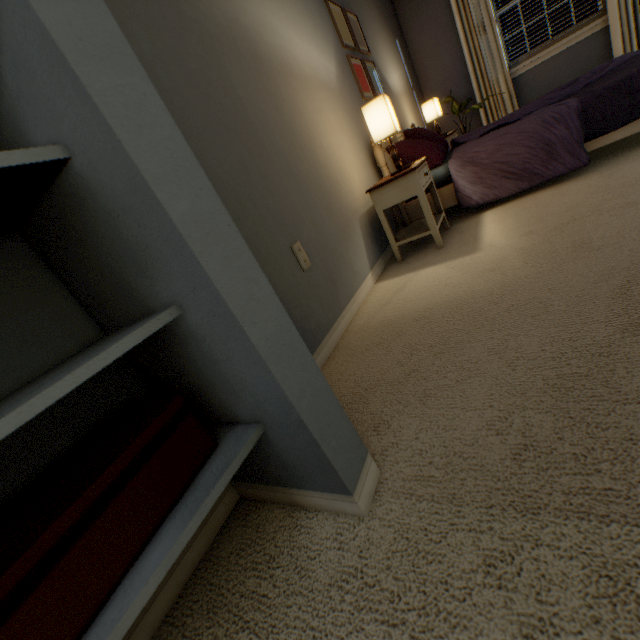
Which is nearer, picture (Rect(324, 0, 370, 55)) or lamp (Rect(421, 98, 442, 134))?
picture (Rect(324, 0, 370, 55))

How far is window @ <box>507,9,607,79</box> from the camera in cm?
405

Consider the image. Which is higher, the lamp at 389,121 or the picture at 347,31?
the picture at 347,31

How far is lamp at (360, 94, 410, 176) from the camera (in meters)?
1.84

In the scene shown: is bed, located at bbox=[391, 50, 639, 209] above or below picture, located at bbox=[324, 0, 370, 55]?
below

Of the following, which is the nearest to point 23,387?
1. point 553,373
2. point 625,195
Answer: point 553,373

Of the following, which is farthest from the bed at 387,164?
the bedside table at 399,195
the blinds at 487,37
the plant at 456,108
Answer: the blinds at 487,37

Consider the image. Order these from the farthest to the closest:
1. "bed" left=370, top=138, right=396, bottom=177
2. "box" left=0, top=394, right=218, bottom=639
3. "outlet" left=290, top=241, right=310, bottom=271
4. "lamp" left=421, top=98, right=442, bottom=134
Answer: "lamp" left=421, top=98, right=442, bottom=134 < "bed" left=370, top=138, right=396, bottom=177 < "outlet" left=290, top=241, right=310, bottom=271 < "box" left=0, top=394, right=218, bottom=639
